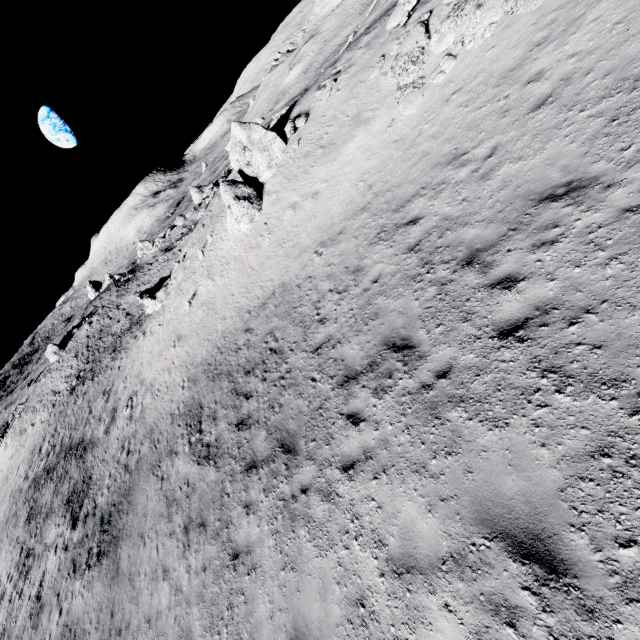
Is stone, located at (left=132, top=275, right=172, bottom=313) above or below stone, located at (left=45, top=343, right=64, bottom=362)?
below

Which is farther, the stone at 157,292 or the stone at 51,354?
the stone at 51,354

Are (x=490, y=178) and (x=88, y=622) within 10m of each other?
no

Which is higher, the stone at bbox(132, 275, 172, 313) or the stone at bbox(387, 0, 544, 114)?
the stone at bbox(387, 0, 544, 114)

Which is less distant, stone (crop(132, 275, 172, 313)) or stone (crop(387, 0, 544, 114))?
stone (crop(387, 0, 544, 114))

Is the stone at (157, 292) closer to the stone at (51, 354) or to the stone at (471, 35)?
the stone at (51, 354)

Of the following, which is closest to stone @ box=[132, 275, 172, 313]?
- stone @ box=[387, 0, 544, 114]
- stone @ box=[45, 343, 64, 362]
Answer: stone @ box=[45, 343, 64, 362]

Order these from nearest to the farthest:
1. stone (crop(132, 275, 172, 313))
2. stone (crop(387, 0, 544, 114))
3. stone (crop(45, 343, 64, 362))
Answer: stone (crop(387, 0, 544, 114)) → stone (crop(132, 275, 172, 313)) → stone (crop(45, 343, 64, 362))
